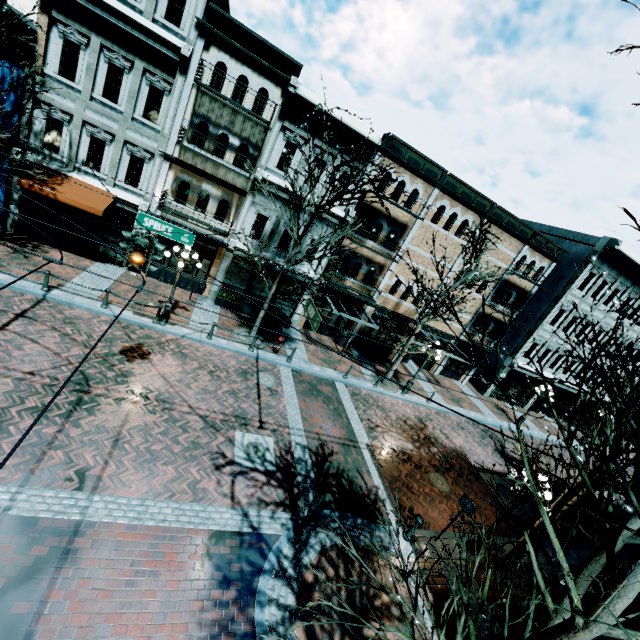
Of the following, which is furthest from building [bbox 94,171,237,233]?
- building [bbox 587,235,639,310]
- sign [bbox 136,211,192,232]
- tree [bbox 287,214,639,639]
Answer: tree [bbox 287,214,639,639]

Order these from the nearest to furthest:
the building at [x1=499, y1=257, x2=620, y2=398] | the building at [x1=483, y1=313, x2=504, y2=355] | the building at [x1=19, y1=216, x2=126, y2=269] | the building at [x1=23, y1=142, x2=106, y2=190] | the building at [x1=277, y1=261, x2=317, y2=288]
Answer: the building at [x1=23, y1=142, x2=106, y2=190]
the building at [x1=19, y1=216, x2=126, y2=269]
the building at [x1=277, y1=261, x2=317, y2=288]
the building at [x1=499, y1=257, x2=620, y2=398]
the building at [x1=483, y1=313, x2=504, y2=355]

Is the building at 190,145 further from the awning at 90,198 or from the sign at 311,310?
the sign at 311,310

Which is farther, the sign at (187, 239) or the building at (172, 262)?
the building at (172, 262)

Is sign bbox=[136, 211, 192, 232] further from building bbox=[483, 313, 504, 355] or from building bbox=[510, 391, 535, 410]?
building bbox=[510, 391, 535, 410]

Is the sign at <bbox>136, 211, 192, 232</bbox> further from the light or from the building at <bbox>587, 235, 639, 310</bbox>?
the building at <bbox>587, 235, 639, 310</bbox>

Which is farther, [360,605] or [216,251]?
[216,251]

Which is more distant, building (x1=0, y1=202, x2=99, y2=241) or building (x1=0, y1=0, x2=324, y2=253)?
building (x1=0, y1=202, x2=99, y2=241)
